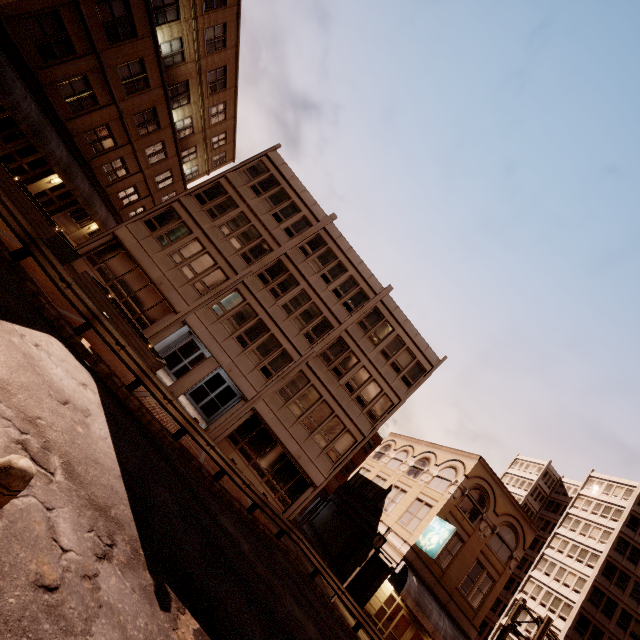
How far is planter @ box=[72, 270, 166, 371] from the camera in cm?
1379

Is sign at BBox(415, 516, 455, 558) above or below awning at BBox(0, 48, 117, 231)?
Result: above

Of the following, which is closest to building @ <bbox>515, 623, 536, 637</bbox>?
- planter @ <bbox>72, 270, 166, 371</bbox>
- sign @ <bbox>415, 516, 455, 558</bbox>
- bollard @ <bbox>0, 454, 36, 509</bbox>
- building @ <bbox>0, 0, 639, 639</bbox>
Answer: building @ <bbox>0, 0, 639, 639</bbox>

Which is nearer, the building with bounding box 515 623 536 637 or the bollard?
the bollard

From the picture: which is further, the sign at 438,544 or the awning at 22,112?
the sign at 438,544

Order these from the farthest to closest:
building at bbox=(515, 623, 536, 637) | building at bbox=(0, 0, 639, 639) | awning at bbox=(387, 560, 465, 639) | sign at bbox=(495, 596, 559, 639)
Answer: building at bbox=(515, 623, 536, 637)
sign at bbox=(495, 596, 559, 639)
building at bbox=(0, 0, 639, 639)
awning at bbox=(387, 560, 465, 639)

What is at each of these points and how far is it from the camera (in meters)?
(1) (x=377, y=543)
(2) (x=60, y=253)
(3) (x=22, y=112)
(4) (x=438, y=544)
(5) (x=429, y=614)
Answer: (1) sign, 18.02
(2) planter, 15.09
(3) awning, 16.70
(4) sign, 19.83
(5) awning, 19.05

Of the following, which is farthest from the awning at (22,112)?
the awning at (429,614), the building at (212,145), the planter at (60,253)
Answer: the awning at (429,614)
